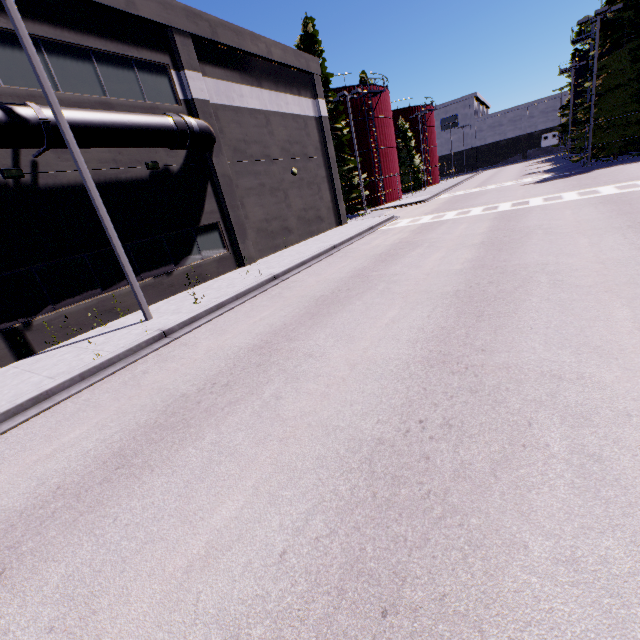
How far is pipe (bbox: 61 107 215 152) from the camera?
9.4m

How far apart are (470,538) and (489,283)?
6.2m

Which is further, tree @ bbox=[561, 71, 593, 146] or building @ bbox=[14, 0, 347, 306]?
tree @ bbox=[561, 71, 593, 146]

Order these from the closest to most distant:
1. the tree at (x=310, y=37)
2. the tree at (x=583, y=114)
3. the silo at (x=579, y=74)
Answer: the tree at (x=583, y=114) < the tree at (x=310, y=37) < the silo at (x=579, y=74)

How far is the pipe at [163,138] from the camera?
9.39m

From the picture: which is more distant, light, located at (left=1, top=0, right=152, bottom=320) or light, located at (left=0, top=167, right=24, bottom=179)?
light, located at (left=0, top=167, right=24, bottom=179)

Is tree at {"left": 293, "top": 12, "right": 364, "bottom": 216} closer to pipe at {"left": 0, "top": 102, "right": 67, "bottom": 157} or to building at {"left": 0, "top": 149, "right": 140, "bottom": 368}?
building at {"left": 0, "top": 149, "right": 140, "bottom": 368}

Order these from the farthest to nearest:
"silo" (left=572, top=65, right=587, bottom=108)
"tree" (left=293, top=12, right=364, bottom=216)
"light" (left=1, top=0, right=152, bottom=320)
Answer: "silo" (left=572, top=65, right=587, bottom=108) → "tree" (left=293, top=12, right=364, bottom=216) → "light" (left=1, top=0, right=152, bottom=320)
